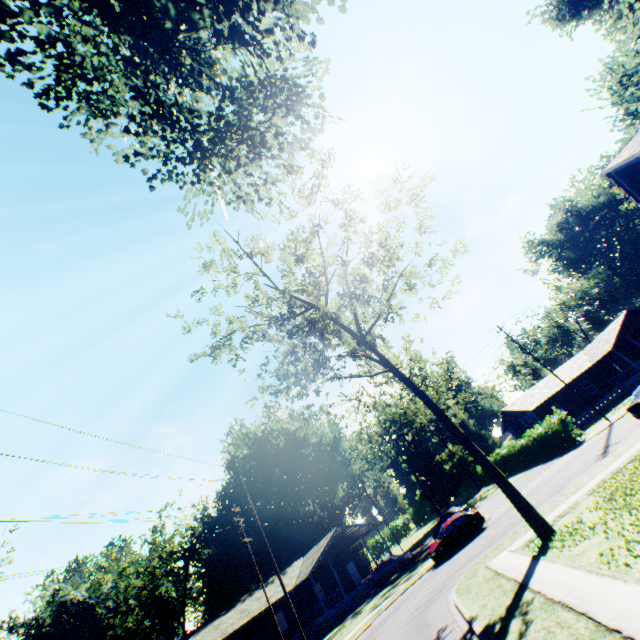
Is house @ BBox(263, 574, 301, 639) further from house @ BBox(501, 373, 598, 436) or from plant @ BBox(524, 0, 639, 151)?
plant @ BBox(524, 0, 639, 151)

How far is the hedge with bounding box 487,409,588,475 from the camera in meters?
29.8 m

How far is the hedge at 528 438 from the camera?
29.84m

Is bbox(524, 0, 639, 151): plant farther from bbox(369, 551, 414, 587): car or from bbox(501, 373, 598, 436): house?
bbox(369, 551, 414, 587): car

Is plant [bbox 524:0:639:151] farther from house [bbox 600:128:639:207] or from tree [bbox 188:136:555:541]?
tree [bbox 188:136:555:541]

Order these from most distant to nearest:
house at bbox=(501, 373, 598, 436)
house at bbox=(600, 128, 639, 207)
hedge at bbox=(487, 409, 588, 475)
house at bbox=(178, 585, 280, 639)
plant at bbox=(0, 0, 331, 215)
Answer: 1. house at bbox=(501, 373, 598, 436)
2. house at bbox=(178, 585, 280, 639)
3. hedge at bbox=(487, 409, 588, 475)
4. plant at bbox=(0, 0, 331, 215)
5. house at bbox=(600, 128, 639, 207)

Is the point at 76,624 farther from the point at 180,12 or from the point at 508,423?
the point at 180,12

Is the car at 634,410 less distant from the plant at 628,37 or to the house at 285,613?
the plant at 628,37
